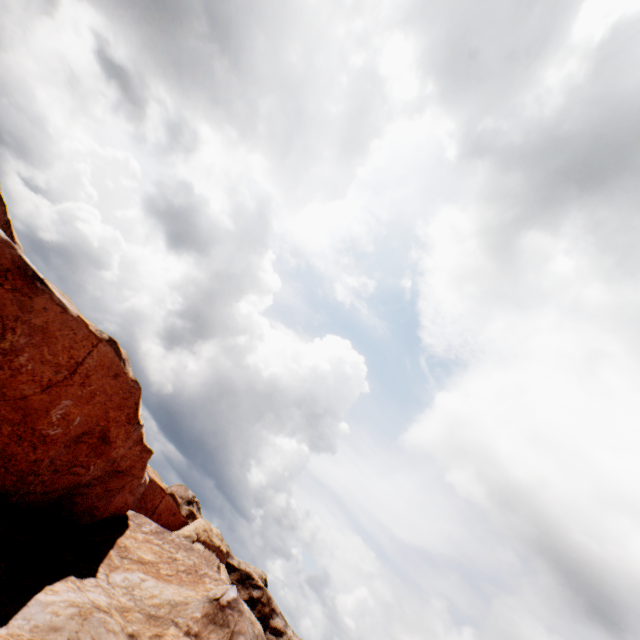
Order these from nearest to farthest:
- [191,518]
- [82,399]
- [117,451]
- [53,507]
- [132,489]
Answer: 1. [82,399]
2. [117,451]
3. [53,507]
4. [132,489]
5. [191,518]
